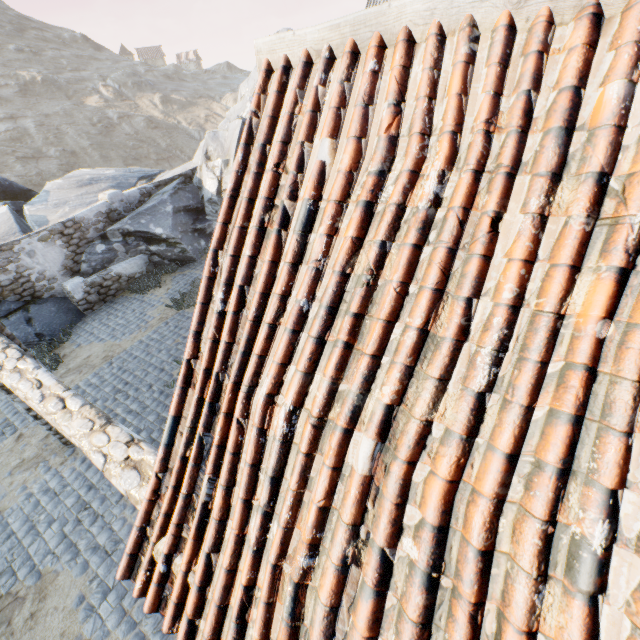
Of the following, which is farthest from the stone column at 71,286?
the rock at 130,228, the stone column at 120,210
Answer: the stone column at 120,210

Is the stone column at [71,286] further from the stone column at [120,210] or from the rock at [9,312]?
the stone column at [120,210]

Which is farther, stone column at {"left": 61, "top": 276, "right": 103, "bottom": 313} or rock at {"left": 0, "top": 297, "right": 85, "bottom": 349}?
stone column at {"left": 61, "top": 276, "right": 103, "bottom": 313}

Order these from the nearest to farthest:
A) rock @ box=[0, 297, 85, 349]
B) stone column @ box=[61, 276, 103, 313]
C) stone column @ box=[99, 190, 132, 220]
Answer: rock @ box=[0, 297, 85, 349], stone column @ box=[61, 276, 103, 313], stone column @ box=[99, 190, 132, 220]

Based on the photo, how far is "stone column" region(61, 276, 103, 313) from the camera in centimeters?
1135cm

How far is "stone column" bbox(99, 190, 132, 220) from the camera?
12.5m

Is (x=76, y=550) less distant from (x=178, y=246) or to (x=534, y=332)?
(x=534, y=332)

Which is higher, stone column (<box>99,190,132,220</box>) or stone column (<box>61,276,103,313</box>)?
stone column (<box>99,190,132,220</box>)
